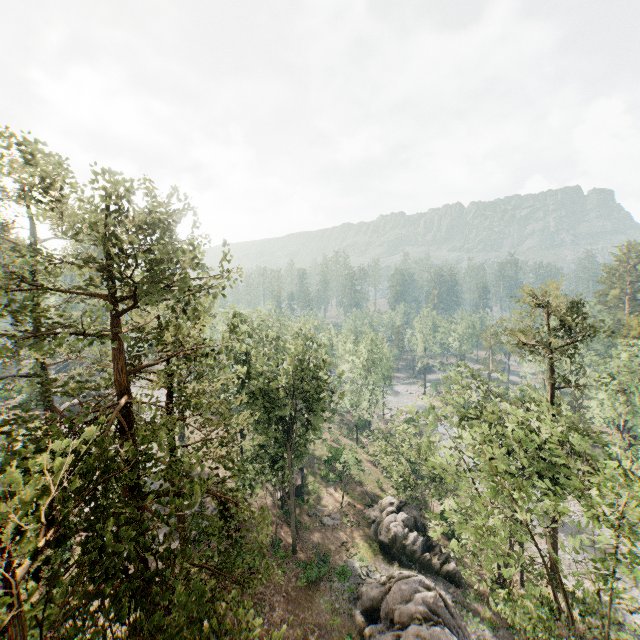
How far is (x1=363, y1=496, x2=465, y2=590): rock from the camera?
28.3m

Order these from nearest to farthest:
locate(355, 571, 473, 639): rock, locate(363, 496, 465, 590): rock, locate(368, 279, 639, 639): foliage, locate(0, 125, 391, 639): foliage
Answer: locate(0, 125, 391, 639): foliage, locate(368, 279, 639, 639): foliage, locate(355, 571, 473, 639): rock, locate(363, 496, 465, 590): rock

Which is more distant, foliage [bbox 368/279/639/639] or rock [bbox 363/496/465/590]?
rock [bbox 363/496/465/590]

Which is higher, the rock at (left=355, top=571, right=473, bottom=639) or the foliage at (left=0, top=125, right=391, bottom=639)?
the foliage at (left=0, top=125, right=391, bottom=639)

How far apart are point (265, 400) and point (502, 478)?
16.24m

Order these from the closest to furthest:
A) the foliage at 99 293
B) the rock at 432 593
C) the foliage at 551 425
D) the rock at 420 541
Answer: the foliage at 99 293
the foliage at 551 425
the rock at 432 593
the rock at 420 541

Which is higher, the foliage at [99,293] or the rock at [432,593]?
the foliage at [99,293]
